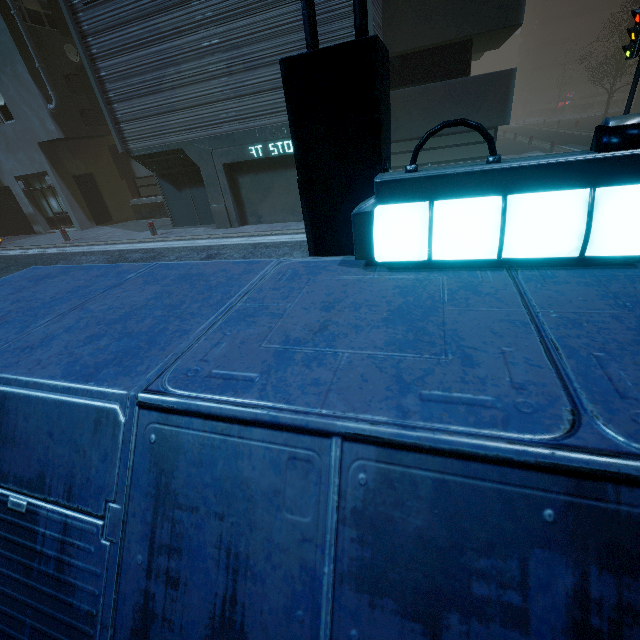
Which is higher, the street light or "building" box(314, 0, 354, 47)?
"building" box(314, 0, 354, 47)

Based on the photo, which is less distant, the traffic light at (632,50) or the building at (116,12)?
the traffic light at (632,50)

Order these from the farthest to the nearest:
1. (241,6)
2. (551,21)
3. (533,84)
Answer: (533,84), (551,21), (241,6)

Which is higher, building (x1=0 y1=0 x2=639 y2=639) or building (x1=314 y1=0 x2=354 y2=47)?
building (x1=314 y1=0 x2=354 y2=47)

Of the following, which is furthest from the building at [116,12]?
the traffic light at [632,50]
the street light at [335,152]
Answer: the traffic light at [632,50]

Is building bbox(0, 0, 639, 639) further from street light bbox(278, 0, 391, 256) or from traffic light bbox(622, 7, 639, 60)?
traffic light bbox(622, 7, 639, 60)

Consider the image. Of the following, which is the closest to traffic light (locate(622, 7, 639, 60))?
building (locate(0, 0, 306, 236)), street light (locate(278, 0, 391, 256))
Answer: building (locate(0, 0, 306, 236))
